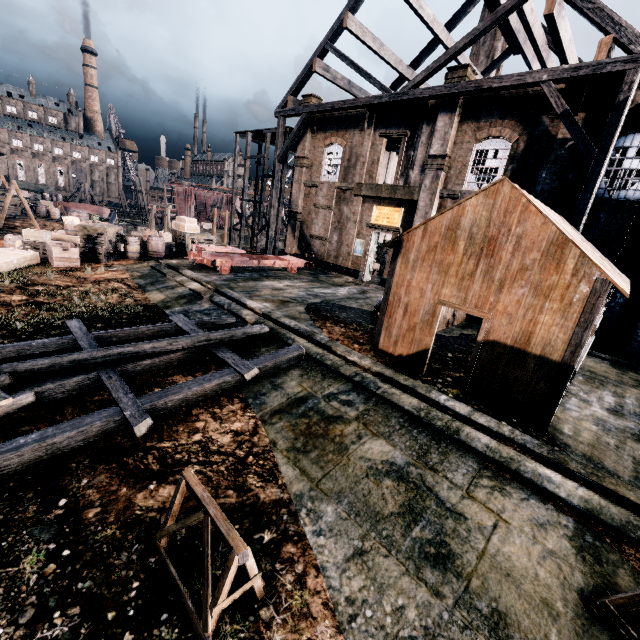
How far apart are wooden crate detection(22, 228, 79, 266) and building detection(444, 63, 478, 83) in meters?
22.6

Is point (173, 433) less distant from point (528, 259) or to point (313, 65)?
point (528, 259)

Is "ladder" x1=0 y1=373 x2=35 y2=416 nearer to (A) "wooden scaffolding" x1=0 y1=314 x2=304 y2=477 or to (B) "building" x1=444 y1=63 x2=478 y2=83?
(A) "wooden scaffolding" x1=0 y1=314 x2=304 y2=477

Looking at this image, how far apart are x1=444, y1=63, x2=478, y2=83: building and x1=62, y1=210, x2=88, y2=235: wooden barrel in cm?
2443

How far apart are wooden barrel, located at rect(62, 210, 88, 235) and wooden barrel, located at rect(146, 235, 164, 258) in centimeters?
449cm

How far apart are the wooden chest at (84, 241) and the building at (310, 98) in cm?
1755

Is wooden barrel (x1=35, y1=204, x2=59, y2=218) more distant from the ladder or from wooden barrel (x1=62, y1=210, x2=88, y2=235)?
the ladder

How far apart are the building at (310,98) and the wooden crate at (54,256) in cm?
2003
